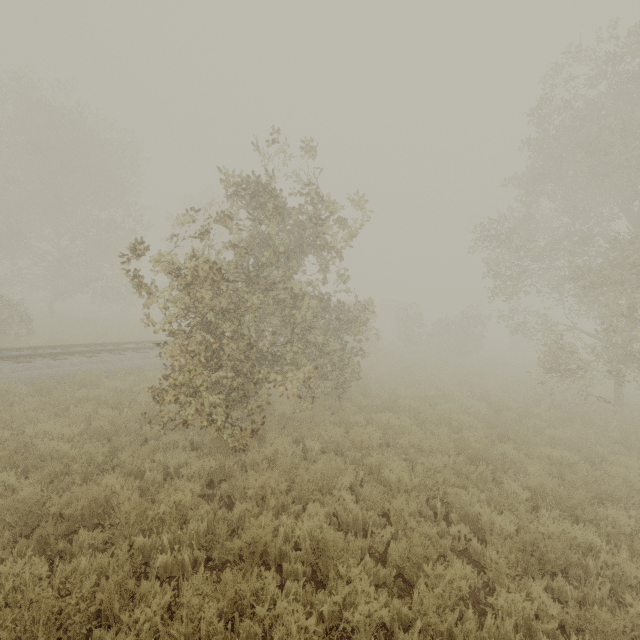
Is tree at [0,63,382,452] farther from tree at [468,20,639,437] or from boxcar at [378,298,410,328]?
boxcar at [378,298,410,328]

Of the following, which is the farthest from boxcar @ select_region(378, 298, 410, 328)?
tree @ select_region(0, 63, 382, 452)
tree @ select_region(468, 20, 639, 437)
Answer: tree @ select_region(0, 63, 382, 452)

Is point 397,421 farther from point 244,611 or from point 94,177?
point 94,177

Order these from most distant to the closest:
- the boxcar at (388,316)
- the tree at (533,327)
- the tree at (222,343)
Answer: the boxcar at (388,316) → the tree at (533,327) → the tree at (222,343)

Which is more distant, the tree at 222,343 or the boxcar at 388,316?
the boxcar at 388,316
